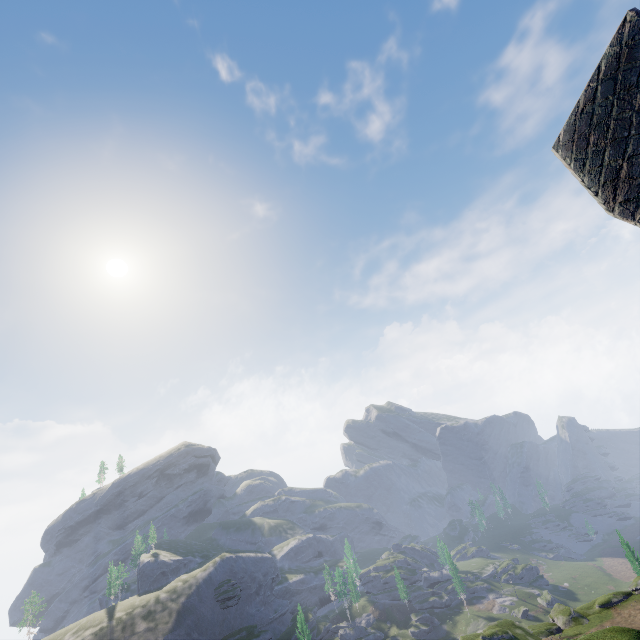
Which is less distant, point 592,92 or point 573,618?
point 592,92
